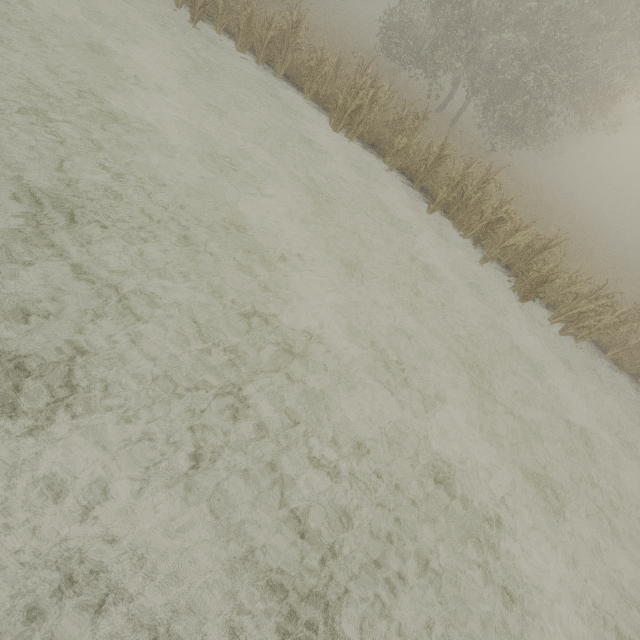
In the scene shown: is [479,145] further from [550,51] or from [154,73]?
[154,73]
